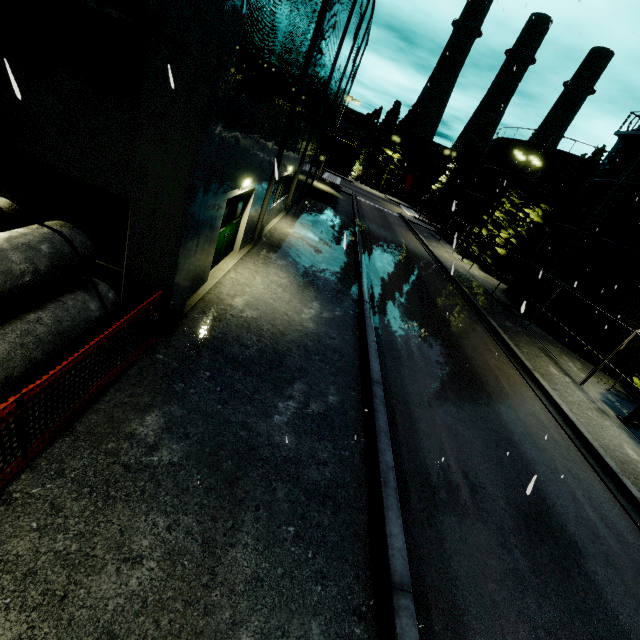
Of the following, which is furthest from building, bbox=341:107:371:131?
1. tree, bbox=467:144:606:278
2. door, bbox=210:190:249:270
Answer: tree, bbox=467:144:606:278

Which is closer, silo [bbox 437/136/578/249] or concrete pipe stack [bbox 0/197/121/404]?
concrete pipe stack [bbox 0/197/121/404]

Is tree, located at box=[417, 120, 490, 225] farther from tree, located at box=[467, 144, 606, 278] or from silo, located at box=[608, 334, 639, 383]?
tree, located at box=[467, 144, 606, 278]

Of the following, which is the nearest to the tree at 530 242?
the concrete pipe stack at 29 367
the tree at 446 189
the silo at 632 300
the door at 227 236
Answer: the silo at 632 300

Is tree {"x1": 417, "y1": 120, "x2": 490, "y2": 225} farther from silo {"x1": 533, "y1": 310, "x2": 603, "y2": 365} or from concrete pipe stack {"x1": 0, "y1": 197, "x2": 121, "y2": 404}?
concrete pipe stack {"x1": 0, "y1": 197, "x2": 121, "y2": 404}

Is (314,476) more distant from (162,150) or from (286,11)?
(286,11)

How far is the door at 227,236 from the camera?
9.6 meters

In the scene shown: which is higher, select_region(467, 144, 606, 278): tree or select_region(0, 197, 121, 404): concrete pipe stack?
select_region(467, 144, 606, 278): tree
